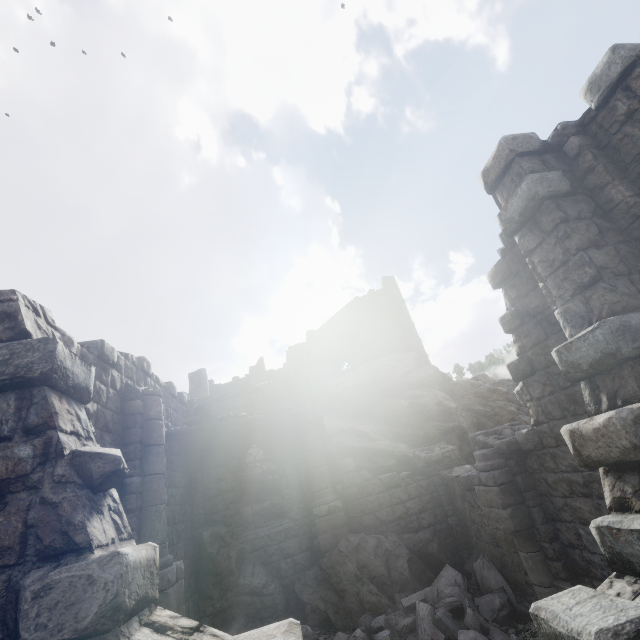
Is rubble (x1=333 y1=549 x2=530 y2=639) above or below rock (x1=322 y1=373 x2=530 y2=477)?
below

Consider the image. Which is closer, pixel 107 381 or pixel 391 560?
pixel 107 381

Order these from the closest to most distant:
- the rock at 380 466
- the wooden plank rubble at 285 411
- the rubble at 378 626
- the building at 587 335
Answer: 1. the building at 587 335
2. the rubble at 378 626
3. the wooden plank rubble at 285 411
4. the rock at 380 466

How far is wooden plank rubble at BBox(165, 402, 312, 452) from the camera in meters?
8.5 m

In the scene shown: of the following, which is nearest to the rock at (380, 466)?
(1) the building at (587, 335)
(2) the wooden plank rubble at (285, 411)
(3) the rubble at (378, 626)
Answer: (1) the building at (587, 335)

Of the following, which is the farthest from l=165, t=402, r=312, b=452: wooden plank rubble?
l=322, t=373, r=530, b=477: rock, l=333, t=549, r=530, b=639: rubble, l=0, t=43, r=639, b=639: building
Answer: l=333, t=549, r=530, b=639: rubble

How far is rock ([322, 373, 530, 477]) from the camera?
15.1 meters

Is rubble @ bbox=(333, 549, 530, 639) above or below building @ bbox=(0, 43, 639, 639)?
below
